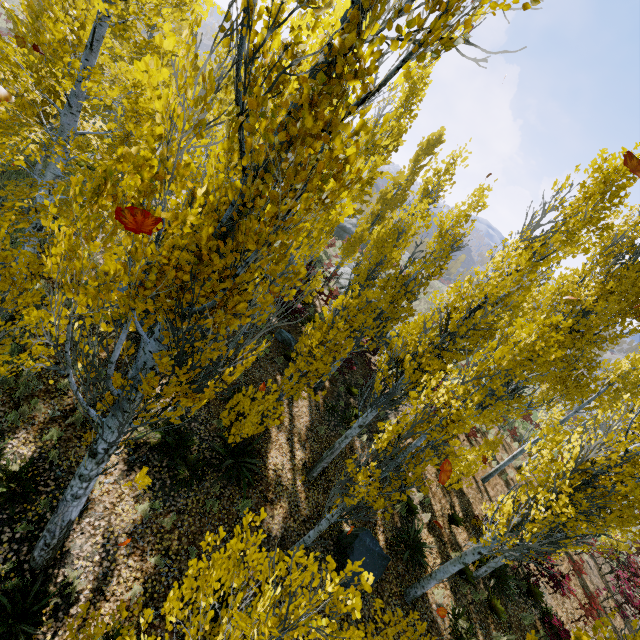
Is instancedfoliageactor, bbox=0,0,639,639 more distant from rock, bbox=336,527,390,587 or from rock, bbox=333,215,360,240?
rock, bbox=333,215,360,240

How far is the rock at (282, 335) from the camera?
14.1m

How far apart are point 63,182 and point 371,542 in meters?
11.3

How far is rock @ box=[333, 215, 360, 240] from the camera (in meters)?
35.69

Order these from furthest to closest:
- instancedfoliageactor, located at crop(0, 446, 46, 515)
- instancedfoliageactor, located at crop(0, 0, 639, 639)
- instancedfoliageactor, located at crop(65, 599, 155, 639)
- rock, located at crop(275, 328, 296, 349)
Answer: rock, located at crop(275, 328, 296, 349), instancedfoliageactor, located at crop(0, 446, 46, 515), instancedfoliageactor, located at crop(65, 599, 155, 639), instancedfoliageactor, located at crop(0, 0, 639, 639)

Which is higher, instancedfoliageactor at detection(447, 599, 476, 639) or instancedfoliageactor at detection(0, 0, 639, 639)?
instancedfoliageactor at detection(0, 0, 639, 639)

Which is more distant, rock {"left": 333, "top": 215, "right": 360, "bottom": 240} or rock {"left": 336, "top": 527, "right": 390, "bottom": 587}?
rock {"left": 333, "top": 215, "right": 360, "bottom": 240}
